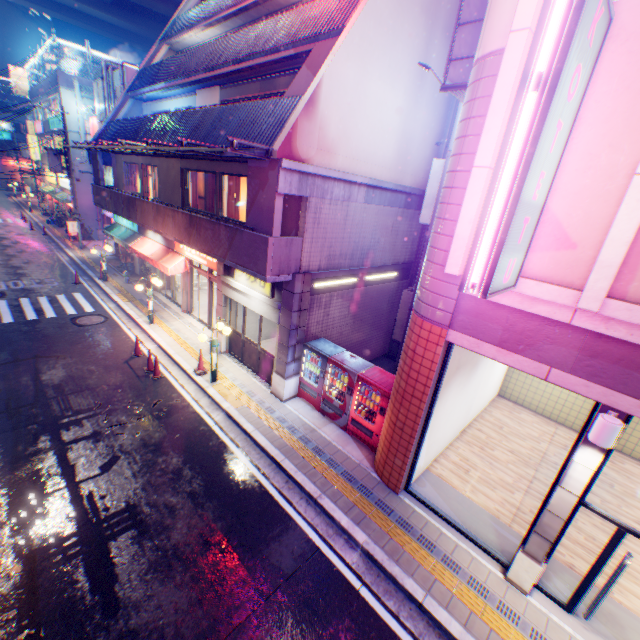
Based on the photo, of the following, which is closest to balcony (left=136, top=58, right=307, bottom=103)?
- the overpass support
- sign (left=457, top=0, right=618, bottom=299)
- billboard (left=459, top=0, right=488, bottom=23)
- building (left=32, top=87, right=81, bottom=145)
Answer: billboard (left=459, top=0, right=488, bottom=23)

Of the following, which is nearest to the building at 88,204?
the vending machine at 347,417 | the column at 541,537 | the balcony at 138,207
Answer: the balcony at 138,207

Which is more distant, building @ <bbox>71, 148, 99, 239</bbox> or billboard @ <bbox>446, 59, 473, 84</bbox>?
building @ <bbox>71, 148, 99, 239</bbox>

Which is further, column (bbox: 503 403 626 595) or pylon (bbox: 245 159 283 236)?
pylon (bbox: 245 159 283 236)

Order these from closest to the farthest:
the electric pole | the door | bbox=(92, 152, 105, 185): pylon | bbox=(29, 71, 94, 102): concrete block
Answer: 1. the door
2. bbox=(92, 152, 105, 185): pylon
3. the electric pole
4. bbox=(29, 71, 94, 102): concrete block

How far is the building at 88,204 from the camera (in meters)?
27.25

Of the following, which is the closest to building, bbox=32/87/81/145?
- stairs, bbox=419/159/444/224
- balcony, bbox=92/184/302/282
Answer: balcony, bbox=92/184/302/282

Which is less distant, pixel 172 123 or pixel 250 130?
pixel 250 130
